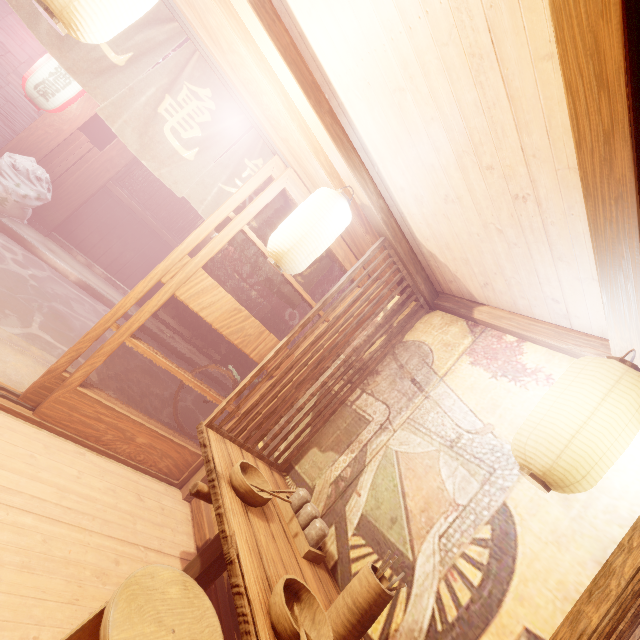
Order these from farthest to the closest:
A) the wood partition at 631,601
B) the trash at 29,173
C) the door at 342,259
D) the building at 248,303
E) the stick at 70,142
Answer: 1. the building at 248,303
2. the stick at 70,142
3. the trash at 29,173
4. the door at 342,259
5. the wood partition at 631,601

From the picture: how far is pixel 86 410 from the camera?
4.60m

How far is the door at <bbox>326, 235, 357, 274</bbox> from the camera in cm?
560

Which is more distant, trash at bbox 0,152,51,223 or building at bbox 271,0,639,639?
trash at bbox 0,152,51,223

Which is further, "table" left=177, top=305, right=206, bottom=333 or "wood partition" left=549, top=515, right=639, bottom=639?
"table" left=177, top=305, right=206, bottom=333

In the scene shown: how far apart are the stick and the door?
9.5m

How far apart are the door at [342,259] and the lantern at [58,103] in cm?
818

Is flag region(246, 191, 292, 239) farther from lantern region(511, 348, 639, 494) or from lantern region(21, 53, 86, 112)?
lantern region(21, 53, 86, 112)
